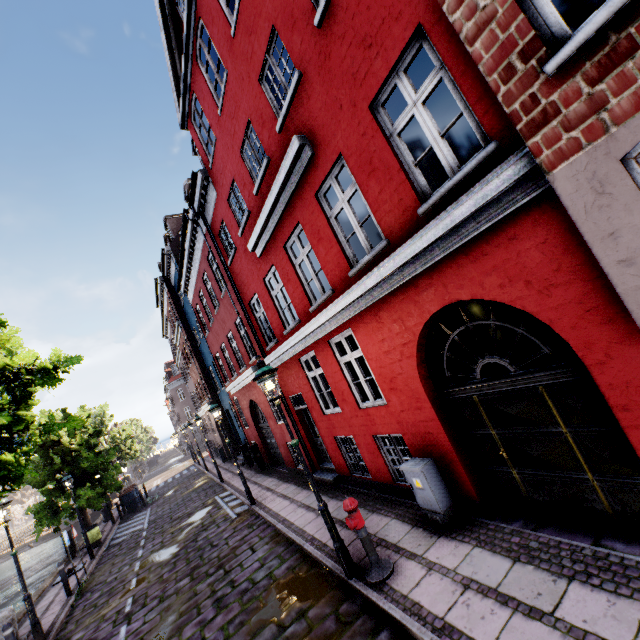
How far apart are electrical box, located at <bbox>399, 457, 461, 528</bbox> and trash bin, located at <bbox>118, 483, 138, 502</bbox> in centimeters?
2331cm

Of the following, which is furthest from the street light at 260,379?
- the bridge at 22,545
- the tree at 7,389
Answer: the bridge at 22,545

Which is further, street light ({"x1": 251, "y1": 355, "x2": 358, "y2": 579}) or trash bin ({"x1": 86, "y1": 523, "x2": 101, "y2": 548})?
trash bin ({"x1": 86, "y1": 523, "x2": 101, "y2": 548})

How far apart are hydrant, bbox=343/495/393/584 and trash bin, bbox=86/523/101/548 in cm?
1740

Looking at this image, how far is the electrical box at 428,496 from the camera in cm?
543

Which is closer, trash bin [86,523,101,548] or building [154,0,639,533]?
building [154,0,639,533]

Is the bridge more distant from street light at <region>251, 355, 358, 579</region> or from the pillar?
the pillar

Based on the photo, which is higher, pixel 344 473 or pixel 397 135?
pixel 397 135
